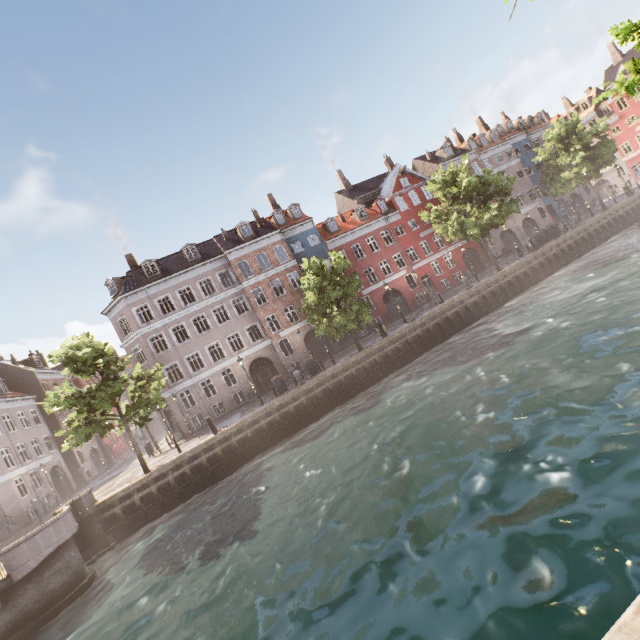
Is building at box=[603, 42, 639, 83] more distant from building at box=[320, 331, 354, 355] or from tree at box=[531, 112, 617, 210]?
building at box=[320, 331, 354, 355]

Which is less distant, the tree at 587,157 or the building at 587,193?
the tree at 587,157

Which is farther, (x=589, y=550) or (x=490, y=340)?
(x=490, y=340)

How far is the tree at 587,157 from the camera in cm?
3102

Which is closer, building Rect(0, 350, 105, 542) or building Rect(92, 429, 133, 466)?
building Rect(0, 350, 105, 542)

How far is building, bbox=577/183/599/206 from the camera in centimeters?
4472cm

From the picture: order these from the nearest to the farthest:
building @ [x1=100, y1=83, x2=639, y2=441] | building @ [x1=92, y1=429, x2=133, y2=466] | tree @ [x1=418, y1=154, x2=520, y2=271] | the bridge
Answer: the bridge, tree @ [x1=418, y1=154, x2=520, y2=271], building @ [x1=100, y1=83, x2=639, y2=441], building @ [x1=92, y1=429, x2=133, y2=466]
